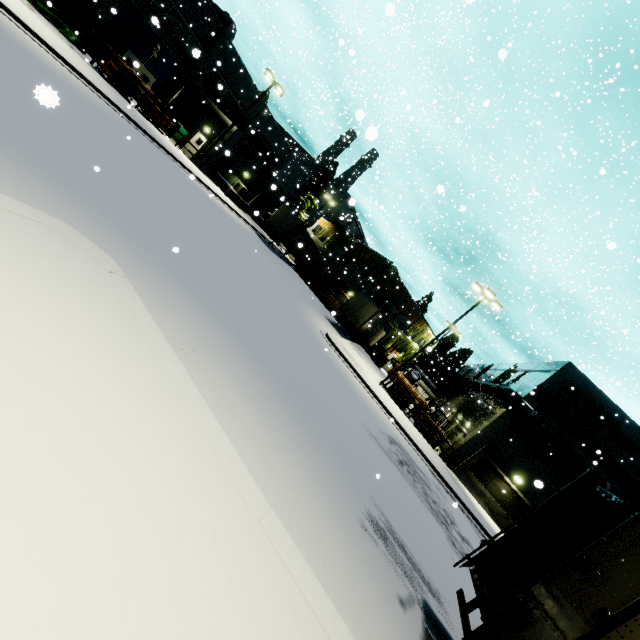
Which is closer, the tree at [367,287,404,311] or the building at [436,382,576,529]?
the building at [436,382,576,529]

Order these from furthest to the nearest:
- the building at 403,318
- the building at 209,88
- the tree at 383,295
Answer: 1. the tree at 383,295
2. the building at 403,318
3. the building at 209,88

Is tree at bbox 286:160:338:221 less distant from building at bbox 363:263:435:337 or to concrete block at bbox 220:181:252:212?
building at bbox 363:263:435:337

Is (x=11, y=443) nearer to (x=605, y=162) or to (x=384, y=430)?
(x=384, y=430)

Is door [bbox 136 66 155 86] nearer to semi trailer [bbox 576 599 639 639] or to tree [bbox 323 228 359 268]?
semi trailer [bbox 576 599 639 639]

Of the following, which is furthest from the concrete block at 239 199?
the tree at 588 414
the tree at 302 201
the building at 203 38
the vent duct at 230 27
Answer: the tree at 588 414

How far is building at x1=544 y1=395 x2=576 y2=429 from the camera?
21.5m

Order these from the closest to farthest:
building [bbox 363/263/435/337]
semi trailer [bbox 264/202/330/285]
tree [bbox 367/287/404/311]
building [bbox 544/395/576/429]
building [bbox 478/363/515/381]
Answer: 1. building [bbox 544/395/576/429]
2. semi trailer [bbox 264/202/330/285]
3. building [bbox 478/363/515/381]
4. building [bbox 363/263/435/337]
5. tree [bbox 367/287/404/311]
